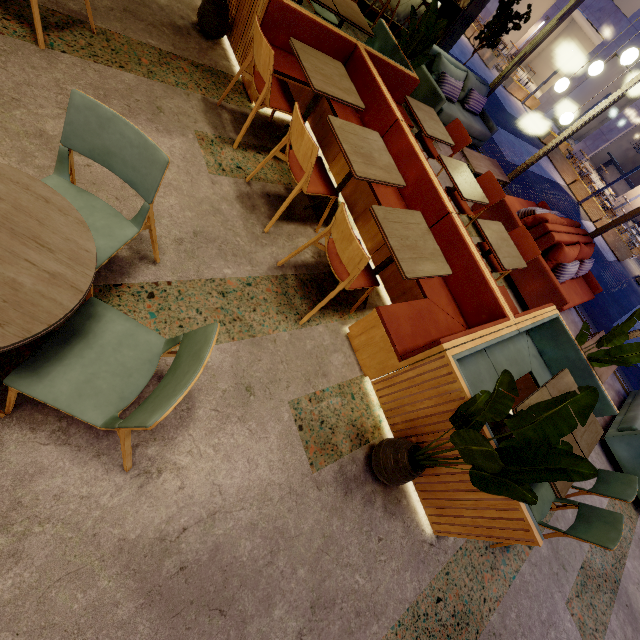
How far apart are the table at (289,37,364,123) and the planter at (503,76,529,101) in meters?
19.5 m

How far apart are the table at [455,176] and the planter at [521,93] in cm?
1847

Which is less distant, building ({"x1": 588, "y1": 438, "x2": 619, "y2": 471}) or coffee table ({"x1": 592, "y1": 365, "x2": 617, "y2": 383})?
building ({"x1": 588, "y1": 438, "x2": 619, "y2": 471})

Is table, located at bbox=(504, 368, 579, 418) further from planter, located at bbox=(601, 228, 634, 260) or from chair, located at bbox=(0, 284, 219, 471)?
planter, located at bbox=(601, 228, 634, 260)

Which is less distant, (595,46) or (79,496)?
(79,496)

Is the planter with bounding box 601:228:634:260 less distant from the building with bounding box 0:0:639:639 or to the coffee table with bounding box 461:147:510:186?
the building with bounding box 0:0:639:639

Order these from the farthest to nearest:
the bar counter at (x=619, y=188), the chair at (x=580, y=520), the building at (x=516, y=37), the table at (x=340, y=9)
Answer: the bar counter at (x=619, y=188)
the building at (x=516, y=37)
the table at (x=340, y=9)
the chair at (x=580, y=520)

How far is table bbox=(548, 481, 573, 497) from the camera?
2.20m
